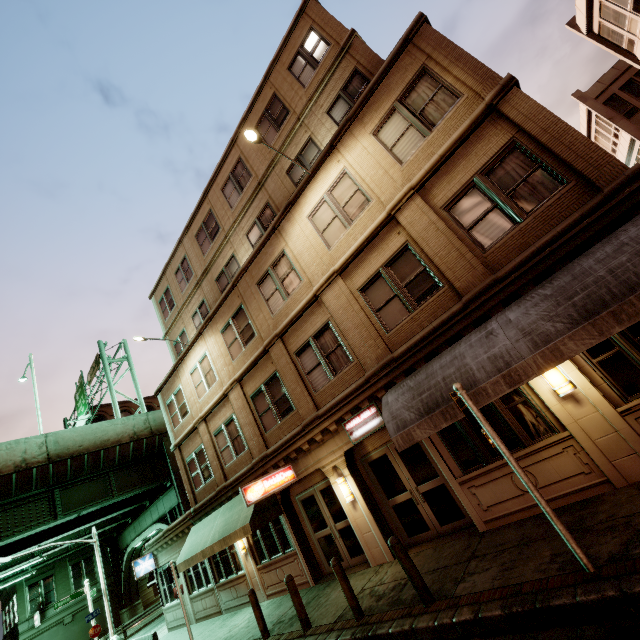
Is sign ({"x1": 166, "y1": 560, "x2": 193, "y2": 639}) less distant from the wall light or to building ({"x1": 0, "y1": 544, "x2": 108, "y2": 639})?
the wall light

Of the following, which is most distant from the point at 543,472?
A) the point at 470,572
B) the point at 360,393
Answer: the point at 360,393

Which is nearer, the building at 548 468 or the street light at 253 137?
the building at 548 468

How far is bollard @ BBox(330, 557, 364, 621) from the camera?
7.15m

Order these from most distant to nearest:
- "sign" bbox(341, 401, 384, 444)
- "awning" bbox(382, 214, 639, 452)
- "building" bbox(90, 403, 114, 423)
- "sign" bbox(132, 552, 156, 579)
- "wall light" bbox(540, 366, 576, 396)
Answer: "building" bbox(90, 403, 114, 423) < "sign" bbox(132, 552, 156, 579) < "sign" bbox(341, 401, 384, 444) < "wall light" bbox(540, 366, 576, 396) < "awning" bbox(382, 214, 639, 452)

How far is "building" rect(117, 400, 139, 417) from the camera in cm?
4796

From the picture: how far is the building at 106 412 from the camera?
45.25m

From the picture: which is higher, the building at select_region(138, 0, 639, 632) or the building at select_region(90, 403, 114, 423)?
the building at select_region(90, 403, 114, 423)
